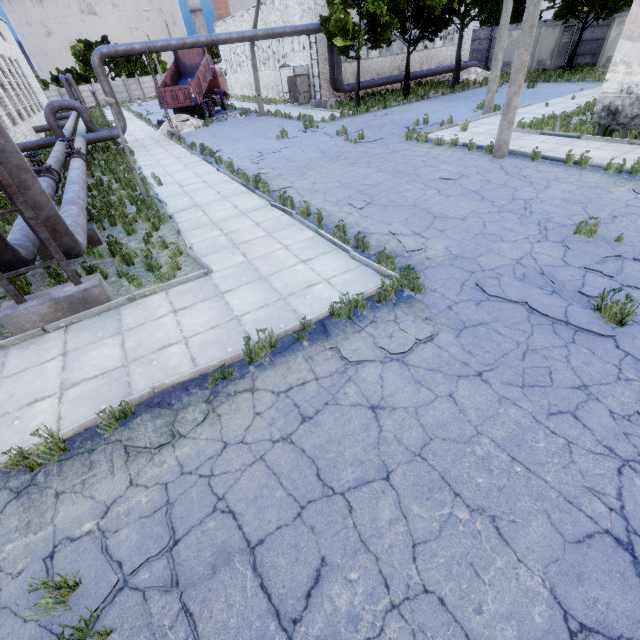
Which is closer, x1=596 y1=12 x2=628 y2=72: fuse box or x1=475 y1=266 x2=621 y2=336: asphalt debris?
x1=475 y1=266 x2=621 y2=336: asphalt debris

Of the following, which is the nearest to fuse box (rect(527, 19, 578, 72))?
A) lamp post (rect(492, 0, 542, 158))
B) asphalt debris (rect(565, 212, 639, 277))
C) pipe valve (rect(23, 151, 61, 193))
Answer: lamp post (rect(492, 0, 542, 158))

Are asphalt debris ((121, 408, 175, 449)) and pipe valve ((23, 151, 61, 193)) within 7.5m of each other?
no

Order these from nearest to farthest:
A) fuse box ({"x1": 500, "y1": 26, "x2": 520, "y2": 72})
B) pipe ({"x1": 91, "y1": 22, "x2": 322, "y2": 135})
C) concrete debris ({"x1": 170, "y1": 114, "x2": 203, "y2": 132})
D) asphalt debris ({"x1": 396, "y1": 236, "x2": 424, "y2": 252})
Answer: asphalt debris ({"x1": 396, "y1": 236, "x2": 424, "y2": 252}) < pipe ({"x1": 91, "y1": 22, "x2": 322, "y2": 135}) < concrete debris ({"x1": 170, "y1": 114, "x2": 203, "y2": 132}) < fuse box ({"x1": 500, "y1": 26, "x2": 520, "y2": 72})

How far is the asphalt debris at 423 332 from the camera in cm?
495

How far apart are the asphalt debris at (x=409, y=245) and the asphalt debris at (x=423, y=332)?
1.9m

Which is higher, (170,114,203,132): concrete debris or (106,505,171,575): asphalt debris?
(170,114,203,132): concrete debris

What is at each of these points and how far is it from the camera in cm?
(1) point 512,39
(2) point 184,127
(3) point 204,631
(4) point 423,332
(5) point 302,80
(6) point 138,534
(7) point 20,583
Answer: (1) fuse box, 2988
(2) concrete debris, 2562
(3) asphalt debris, 274
(4) asphalt debris, 521
(5) door, 2900
(6) asphalt debris, 338
(7) asphalt debris, 315
